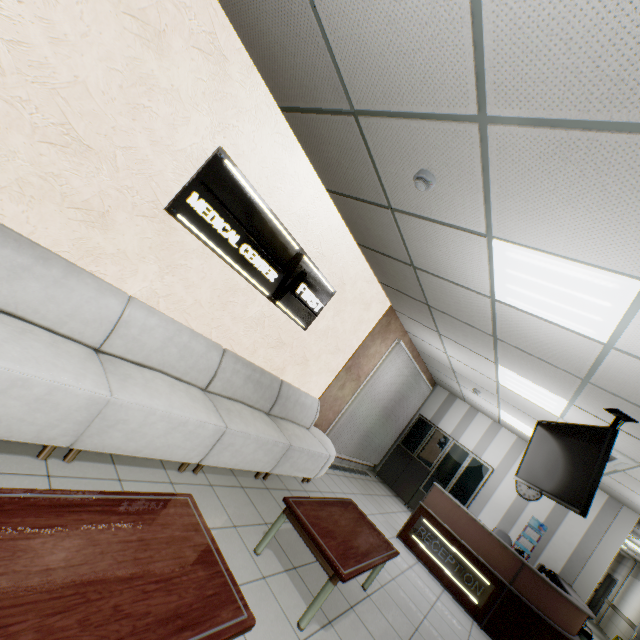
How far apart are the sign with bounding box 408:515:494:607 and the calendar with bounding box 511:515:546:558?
3.4m

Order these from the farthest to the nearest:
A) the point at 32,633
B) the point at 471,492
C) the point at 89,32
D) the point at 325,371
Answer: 1. the point at 471,492
2. the point at 325,371
3. the point at 89,32
4. the point at 32,633

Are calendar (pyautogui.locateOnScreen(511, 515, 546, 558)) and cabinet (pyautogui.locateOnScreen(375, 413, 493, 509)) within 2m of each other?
yes

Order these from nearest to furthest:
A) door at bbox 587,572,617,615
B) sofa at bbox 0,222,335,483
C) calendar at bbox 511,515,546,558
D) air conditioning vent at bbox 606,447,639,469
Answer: sofa at bbox 0,222,335,483 → air conditioning vent at bbox 606,447,639,469 → calendar at bbox 511,515,546,558 → door at bbox 587,572,617,615

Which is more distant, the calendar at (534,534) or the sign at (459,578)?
the calendar at (534,534)

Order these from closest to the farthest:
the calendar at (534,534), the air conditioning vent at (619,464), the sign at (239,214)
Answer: the sign at (239,214) < the air conditioning vent at (619,464) < the calendar at (534,534)

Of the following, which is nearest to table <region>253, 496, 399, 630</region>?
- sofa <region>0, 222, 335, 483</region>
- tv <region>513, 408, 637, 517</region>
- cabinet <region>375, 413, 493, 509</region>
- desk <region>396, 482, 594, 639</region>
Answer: sofa <region>0, 222, 335, 483</region>

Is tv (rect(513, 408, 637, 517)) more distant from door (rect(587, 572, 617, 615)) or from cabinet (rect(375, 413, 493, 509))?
door (rect(587, 572, 617, 615))
